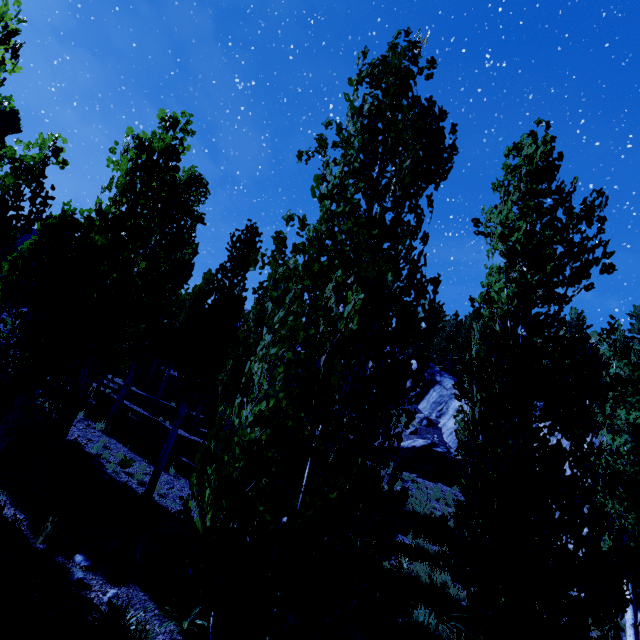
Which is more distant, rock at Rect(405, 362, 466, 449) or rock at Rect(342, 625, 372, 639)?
rock at Rect(405, 362, 466, 449)

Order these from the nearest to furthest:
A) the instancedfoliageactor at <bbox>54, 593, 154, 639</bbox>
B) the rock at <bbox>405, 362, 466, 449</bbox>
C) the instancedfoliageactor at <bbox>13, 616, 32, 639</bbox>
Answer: the instancedfoliageactor at <bbox>13, 616, 32, 639</bbox> → the instancedfoliageactor at <bbox>54, 593, 154, 639</bbox> → the rock at <bbox>405, 362, 466, 449</bbox>

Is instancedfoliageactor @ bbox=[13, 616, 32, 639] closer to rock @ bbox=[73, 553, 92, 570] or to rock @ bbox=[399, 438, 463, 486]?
rock @ bbox=[399, 438, 463, 486]

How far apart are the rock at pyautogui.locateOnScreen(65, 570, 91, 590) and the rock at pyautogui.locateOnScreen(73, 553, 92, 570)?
0.1 meters

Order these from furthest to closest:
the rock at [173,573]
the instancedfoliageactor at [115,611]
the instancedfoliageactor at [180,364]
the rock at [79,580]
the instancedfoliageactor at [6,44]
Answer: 1. the rock at [173,573]
2. the rock at [79,580]
3. the instancedfoliageactor at [115,611]
4. the instancedfoliageactor at [6,44]
5. the instancedfoliageactor at [180,364]

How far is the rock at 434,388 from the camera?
24.6m

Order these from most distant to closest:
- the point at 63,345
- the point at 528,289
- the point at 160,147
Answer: the point at 160,147
the point at 63,345
the point at 528,289
